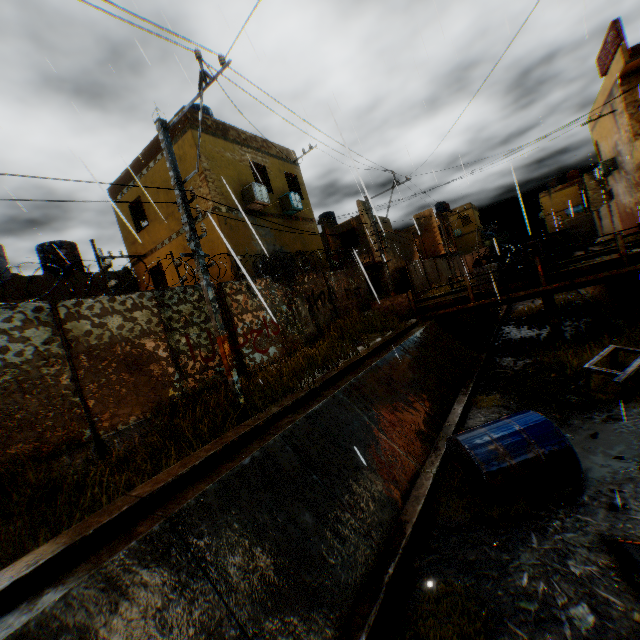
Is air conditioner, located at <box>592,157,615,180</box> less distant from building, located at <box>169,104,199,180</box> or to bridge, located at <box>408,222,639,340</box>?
building, located at <box>169,104,199,180</box>

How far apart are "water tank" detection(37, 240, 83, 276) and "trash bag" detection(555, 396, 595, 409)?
20.0 meters

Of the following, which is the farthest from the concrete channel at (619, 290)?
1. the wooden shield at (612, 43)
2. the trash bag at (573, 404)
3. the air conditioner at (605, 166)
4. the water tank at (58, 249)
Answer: the water tank at (58, 249)

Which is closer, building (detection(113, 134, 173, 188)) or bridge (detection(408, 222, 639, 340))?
bridge (detection(408, 222, 639, 340))

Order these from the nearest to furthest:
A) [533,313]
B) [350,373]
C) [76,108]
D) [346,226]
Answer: A:
[76,108]
[350,373]
[533,313]
[346,226]

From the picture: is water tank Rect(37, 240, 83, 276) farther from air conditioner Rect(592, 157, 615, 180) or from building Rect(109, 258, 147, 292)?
air conditioner Rect(592, 157, 615, 180)

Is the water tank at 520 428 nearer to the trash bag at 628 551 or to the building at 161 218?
the trash bag at 628 551

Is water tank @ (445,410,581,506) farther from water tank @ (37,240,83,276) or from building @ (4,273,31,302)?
water tank @ (37,240,83,276)
